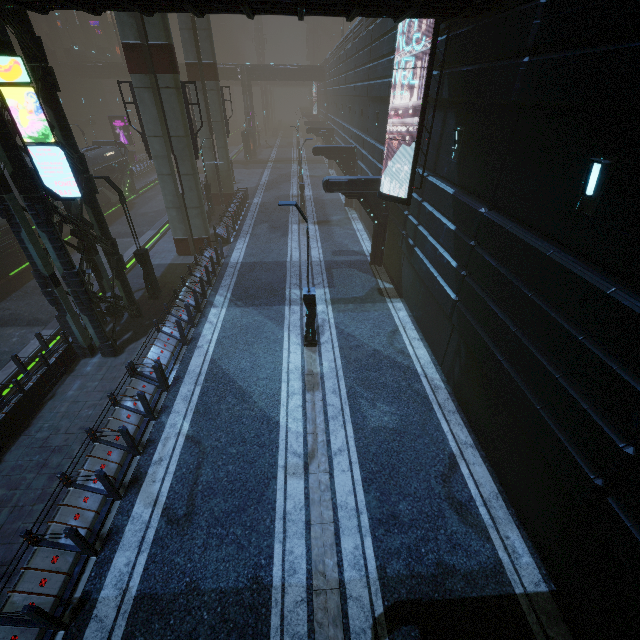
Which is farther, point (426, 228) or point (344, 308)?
point (344, 308)

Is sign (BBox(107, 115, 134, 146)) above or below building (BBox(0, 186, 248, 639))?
above

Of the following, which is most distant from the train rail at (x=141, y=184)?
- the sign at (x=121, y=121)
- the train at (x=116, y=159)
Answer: the sign at (x=121, y=121)

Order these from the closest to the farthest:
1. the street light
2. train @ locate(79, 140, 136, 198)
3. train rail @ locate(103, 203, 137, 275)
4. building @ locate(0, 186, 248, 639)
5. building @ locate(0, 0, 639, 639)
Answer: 1. building @ locate(0, 0, 639, 639)
2. building @ locate(0, 186, 248, 639)
3. the street light
4. train rail @ locate(103, 203, 137, 275)
5. train @ locate(79, 140, 136, 198)

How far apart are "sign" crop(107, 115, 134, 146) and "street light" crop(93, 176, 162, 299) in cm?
3519

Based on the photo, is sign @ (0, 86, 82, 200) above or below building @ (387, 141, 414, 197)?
above

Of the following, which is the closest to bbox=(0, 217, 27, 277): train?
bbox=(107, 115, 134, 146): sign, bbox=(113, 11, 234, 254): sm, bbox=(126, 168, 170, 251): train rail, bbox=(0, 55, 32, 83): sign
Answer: bbox=(126, 168, 170, 251): train rail

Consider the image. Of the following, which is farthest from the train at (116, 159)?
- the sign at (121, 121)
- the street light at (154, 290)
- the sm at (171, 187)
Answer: the sign at (121, 121)
